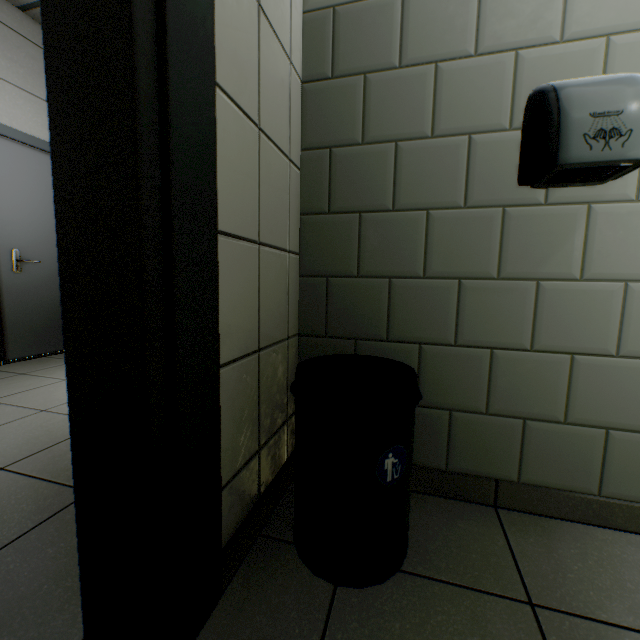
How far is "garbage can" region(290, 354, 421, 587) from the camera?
0.8 meters

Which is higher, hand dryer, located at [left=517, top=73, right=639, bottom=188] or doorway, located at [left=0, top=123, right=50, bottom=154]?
doorway, located at [left=0, top=123, right=50, bottom=154]

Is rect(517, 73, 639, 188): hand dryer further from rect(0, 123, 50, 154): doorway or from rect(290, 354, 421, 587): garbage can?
rect(0, 123, 50, 154): doorway

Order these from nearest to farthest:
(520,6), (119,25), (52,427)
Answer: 1. (119,25)
2. (520,6)
3. (52,427)

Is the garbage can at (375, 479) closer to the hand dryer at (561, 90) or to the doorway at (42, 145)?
the hand dryer at (561, 90)

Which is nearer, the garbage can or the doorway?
the garbage can
